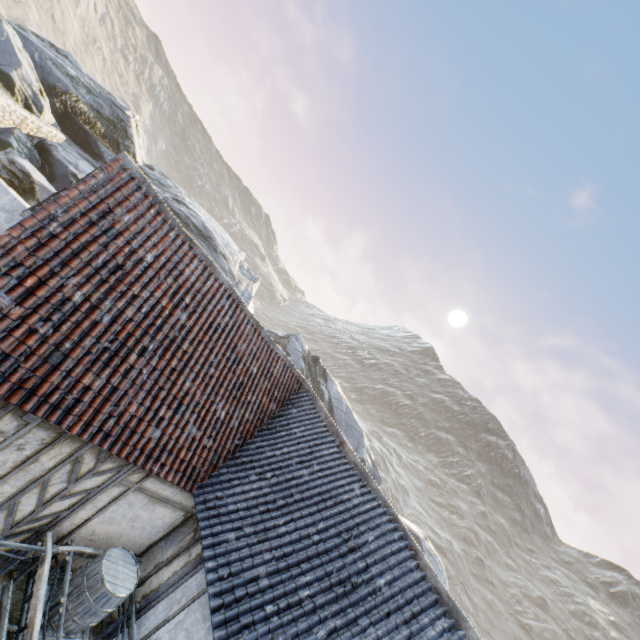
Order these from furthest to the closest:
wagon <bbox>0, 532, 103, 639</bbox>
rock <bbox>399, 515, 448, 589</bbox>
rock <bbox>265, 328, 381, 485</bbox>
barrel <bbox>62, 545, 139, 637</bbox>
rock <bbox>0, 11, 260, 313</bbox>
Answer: rock <bbox>265, 328, 381, 485</bbox> → rock <bbox>399, 515, 448, 589</bbox> → rock <bbox>0, 11, 260, 313</bbox> → barrel <bbox>62, 545, 139, 637</bbox> → wagon <bbox>0, 532, 103, 639</bbox>

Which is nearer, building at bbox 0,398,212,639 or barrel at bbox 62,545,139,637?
building at bbox 0,398,212,639

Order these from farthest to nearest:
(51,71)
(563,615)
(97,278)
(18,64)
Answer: (563,615) → (51,71) → (18,64) → (97,278)

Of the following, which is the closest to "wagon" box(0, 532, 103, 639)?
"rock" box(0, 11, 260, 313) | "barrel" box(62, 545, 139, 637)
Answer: "barrel" box(62, 545, 139, 637)

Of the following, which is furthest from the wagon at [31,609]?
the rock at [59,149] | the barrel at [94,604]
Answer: the rock at [59,149]

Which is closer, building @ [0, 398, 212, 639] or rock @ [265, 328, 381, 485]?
building @ [0, 398, 212, 639]

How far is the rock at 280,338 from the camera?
24.8m
